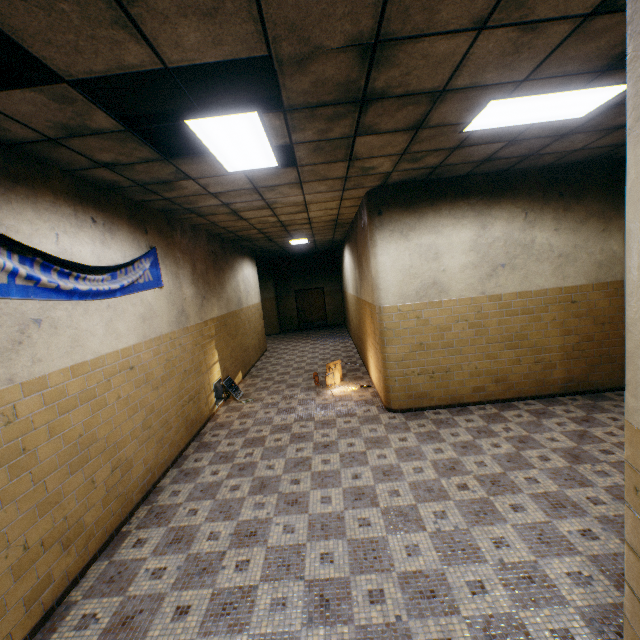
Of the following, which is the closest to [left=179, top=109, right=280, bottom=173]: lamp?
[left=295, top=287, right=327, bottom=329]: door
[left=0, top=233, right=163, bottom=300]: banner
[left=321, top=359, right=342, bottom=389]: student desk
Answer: [left=0, top=233, right=163, bottom=300]: banner

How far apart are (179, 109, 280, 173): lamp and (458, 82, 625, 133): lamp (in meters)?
2.03

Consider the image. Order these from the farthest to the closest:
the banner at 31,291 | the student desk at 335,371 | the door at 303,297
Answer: the door at 303,297, the student desk at 335,371, the banner at 31,291

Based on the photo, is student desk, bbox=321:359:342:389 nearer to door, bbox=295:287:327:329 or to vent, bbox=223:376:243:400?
vent, bbox=223:376:243:400

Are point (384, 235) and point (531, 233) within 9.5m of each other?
yes

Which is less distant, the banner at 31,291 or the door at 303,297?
the banner at 31,291

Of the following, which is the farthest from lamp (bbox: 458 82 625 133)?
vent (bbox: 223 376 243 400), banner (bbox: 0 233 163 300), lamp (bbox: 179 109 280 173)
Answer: vent (bbox: 223 376 243 400)

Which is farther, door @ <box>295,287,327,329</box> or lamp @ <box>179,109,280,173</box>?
A: door @ <box>295,287,327,329</box>
